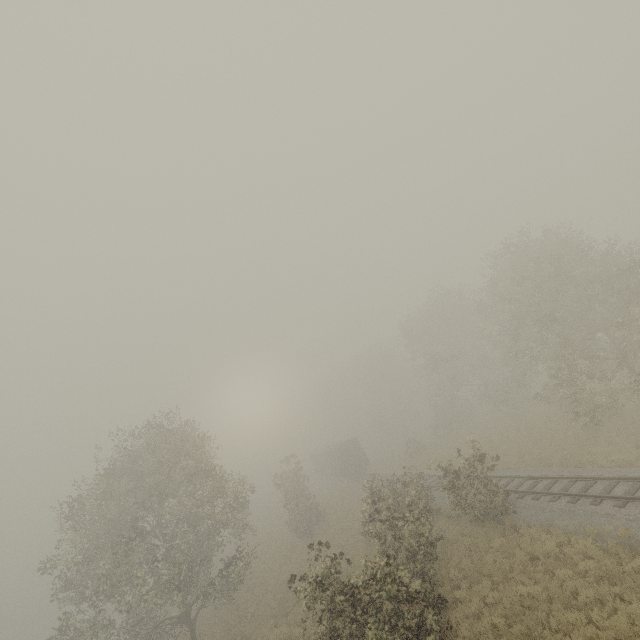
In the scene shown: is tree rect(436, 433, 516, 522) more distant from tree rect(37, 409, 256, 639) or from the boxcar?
the boxcar

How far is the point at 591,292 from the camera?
19.5m

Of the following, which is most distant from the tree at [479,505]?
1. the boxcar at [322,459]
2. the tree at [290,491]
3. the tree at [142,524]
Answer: the boxcar at [322,459]

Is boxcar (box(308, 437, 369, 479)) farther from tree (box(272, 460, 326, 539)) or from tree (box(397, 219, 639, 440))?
tree (box(397, 219, 639, 440))

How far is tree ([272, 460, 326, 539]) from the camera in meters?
30.5 m

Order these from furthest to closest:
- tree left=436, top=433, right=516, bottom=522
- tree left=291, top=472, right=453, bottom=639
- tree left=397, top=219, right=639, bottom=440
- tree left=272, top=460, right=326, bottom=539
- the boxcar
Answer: the boxcar
tree left=272, top=460, right=326, bottom=539
tree left=397, top=219, right=639, bottom=440
tree left=436, top=433, right=516, bottom=522
tree left=291, top=472, right=453, bottom=639

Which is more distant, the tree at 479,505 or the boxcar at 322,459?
the boxcar at 322,459

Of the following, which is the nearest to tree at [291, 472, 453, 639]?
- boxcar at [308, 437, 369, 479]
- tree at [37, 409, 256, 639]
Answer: tree at [37, 409, 256, 639]
